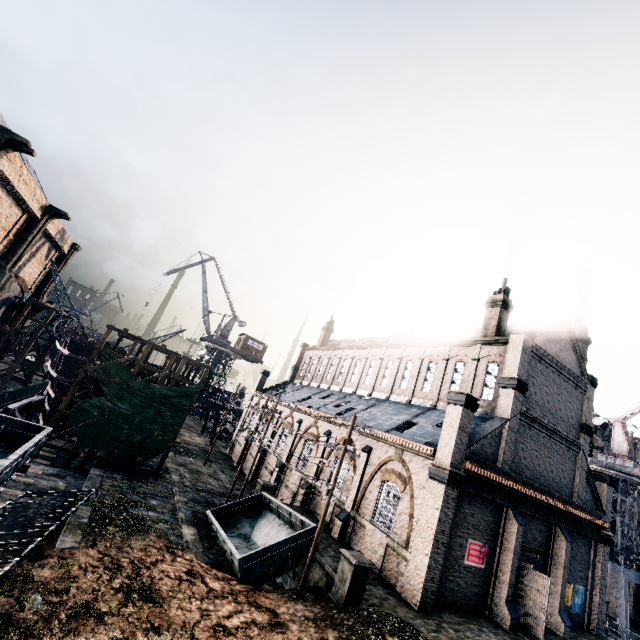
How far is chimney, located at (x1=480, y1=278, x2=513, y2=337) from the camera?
26.9m

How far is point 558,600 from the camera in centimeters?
2119cm

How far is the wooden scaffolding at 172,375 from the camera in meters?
24.7

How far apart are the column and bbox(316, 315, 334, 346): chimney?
37.8 meters

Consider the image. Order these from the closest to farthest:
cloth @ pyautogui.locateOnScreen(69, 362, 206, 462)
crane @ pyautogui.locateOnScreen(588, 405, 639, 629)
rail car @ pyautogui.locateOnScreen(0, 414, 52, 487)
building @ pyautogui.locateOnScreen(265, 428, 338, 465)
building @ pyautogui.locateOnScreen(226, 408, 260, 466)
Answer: rail car @ pyautogui.locateOnScreen(0, 414, 52, 487)
cloth @ pyautogui.locateOnScreen(69, 362, 206, 462)
building @ pyautogui.locateOnScreen(265, 428, 338, 465)
crane @ pyautogui.locateOnScreen(588, 405, 639, 629)
building @ pyautogui.locateOnScreen(226, 408, 260, 466)

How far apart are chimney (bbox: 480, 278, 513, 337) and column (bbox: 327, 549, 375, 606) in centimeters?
1921cm

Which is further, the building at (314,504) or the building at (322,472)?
the building at (322,472)

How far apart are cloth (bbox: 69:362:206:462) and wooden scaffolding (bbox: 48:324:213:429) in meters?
0.0 m
